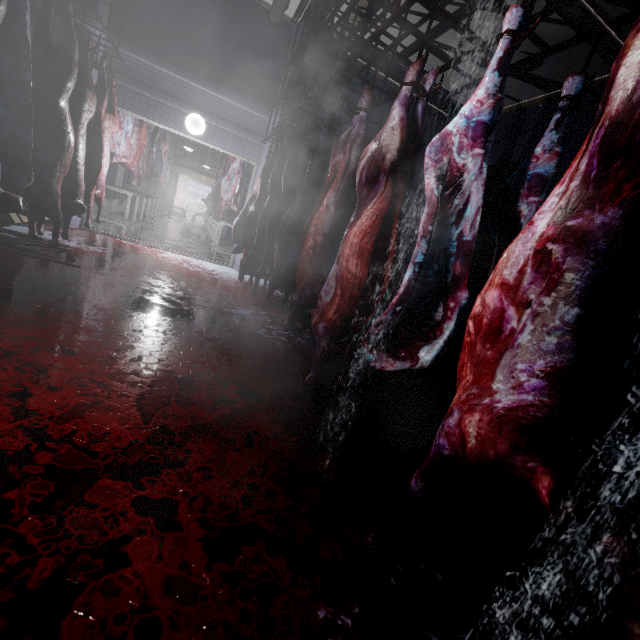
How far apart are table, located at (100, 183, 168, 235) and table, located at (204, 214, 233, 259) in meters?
1.6

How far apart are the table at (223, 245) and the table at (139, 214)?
1.58m

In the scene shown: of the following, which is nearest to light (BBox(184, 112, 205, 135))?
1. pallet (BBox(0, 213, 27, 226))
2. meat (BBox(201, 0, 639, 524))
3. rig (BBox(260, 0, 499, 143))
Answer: rig (BBox(260, 0, 499, 143))

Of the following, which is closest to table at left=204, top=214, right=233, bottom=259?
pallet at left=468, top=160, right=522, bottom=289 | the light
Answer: the light

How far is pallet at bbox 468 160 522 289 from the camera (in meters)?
3.68

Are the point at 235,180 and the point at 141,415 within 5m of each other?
no

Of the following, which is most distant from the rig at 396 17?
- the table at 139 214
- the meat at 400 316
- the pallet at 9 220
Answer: the pallet at 9 220

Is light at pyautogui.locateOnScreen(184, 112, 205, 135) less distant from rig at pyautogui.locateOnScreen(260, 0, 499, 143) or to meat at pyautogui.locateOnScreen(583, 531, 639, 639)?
rig at pyautogui.locateOnScreen(260, 0, 499, 143)
